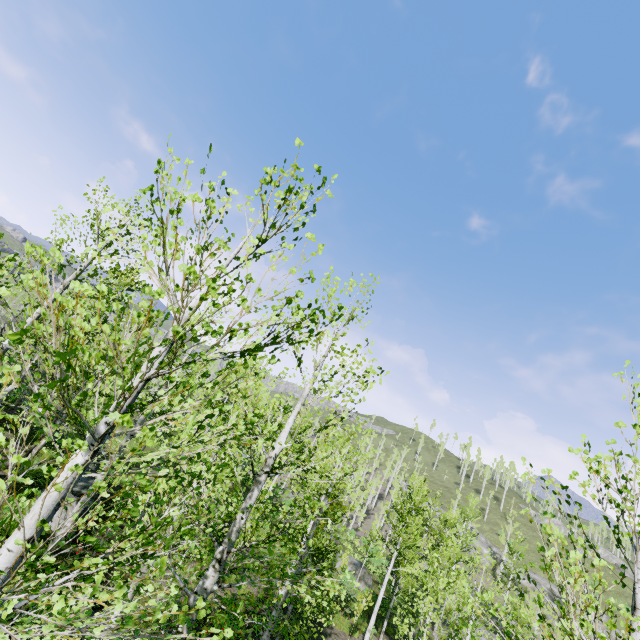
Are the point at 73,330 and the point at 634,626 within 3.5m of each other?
no

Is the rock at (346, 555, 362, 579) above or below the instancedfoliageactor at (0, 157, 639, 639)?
below

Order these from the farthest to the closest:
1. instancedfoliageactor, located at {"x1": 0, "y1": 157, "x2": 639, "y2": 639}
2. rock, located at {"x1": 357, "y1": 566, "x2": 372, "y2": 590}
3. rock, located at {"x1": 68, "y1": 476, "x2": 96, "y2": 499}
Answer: rock, located at {"x1": 357, "y1": 566, "x2": 372, "y2": 590}
rock, located at {"x1": 68, "y1": 476, "x2": 96, "y2": 499}
instancedfoliageactor, located at {"x1": 0, "y1": 157, "x2": 639, "y2": 639}

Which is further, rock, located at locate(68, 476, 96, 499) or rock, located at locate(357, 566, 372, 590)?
rock, located at locate(357, 566, 372, 590)

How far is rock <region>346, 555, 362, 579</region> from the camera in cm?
2770

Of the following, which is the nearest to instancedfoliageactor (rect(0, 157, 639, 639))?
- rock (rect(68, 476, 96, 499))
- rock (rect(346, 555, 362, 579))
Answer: rock (rect(68, 476, 96, 499))

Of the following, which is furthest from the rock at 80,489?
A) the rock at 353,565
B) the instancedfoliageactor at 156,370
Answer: the rock at 353,565

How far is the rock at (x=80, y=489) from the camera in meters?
12.9
